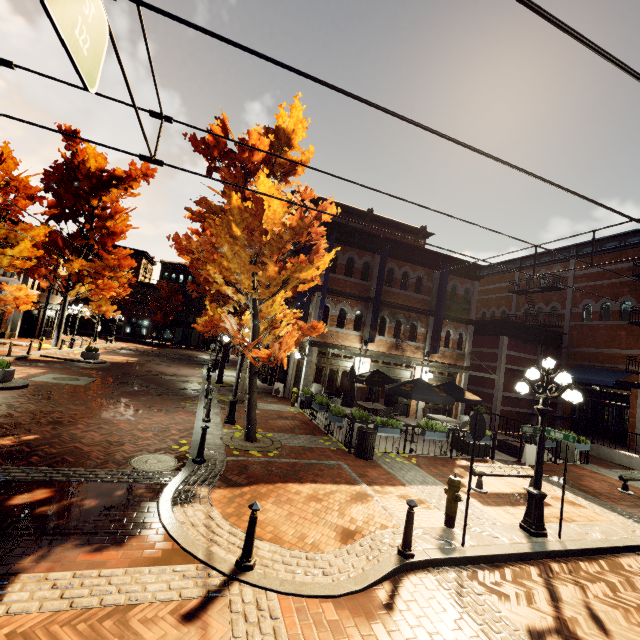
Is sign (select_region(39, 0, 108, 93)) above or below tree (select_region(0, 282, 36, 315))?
above

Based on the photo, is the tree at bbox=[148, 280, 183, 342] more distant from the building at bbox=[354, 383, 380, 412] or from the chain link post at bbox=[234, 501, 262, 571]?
the chain link post at bbox=[234, 501, 262, 571]

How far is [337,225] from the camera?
16.97m

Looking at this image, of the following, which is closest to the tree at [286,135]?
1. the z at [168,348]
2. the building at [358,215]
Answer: the building at [358,215]

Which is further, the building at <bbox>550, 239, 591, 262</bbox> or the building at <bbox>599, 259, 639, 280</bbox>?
the building at <bbox>550, 239, 591, 262</bbox>

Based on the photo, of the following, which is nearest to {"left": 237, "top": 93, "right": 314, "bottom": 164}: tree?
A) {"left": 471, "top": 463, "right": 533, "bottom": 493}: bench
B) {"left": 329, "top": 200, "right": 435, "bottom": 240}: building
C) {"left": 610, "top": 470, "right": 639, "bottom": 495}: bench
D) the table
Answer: {"left": 329, "top": 200, "right": 435, "bottom": 240}: building

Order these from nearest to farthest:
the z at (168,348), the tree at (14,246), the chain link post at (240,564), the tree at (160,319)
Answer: the chain link post at (240,564), the tree at (14,246), the z at (168,348), the tree at (160,319)

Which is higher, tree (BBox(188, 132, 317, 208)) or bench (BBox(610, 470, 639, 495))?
tree (BBox(188, 132, 317, 208))
